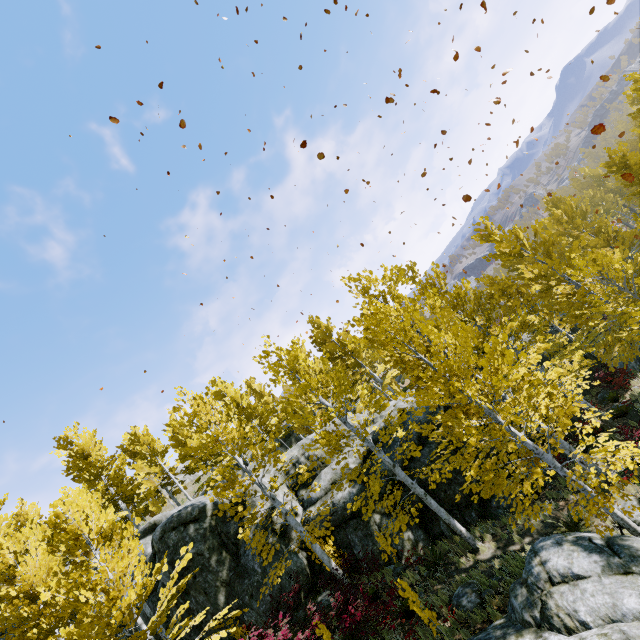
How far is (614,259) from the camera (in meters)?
11.54

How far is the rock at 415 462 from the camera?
14.4 meters

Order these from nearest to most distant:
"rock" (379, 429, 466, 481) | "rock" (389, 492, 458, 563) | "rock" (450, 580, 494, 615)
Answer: "rock" (450, 580, 494, 615) < "rock" (389, 492, 458, 563) < "rock" (379, 429, 466, 481)

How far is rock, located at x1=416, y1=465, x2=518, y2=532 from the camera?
13.7m

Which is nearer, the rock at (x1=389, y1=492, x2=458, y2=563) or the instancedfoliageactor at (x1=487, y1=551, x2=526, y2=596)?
the instancedfoliageactor at (x1=487, y1=551, x2=526, y2=596)

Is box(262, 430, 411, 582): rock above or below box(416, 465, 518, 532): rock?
above

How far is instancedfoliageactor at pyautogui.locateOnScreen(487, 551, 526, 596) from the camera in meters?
9.1

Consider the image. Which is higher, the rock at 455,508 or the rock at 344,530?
the rock at 344,530
